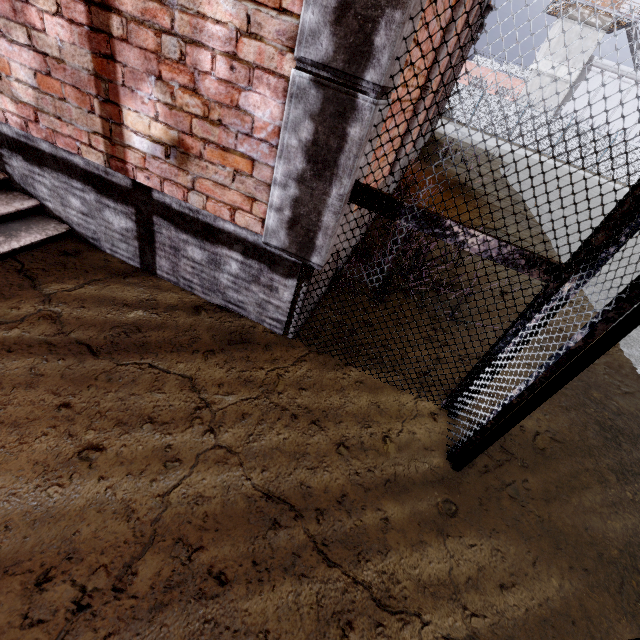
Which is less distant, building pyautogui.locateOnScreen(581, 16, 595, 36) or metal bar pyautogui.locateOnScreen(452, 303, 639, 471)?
metal bar pyautogui.locateOnScreen(452, 303, 639, 471)

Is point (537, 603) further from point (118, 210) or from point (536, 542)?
point (118, 210)

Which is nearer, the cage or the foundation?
the cage

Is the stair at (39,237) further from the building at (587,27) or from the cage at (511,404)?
the building at (587,27)

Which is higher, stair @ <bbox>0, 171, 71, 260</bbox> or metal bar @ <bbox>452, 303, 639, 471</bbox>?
metal bar @ <bbox>452, 303, 639, 471</bbox>

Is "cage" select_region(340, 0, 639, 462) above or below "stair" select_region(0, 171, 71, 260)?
above

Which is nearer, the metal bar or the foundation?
the metal bar

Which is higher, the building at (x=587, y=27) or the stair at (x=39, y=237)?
the building at (x=587, y=27)
